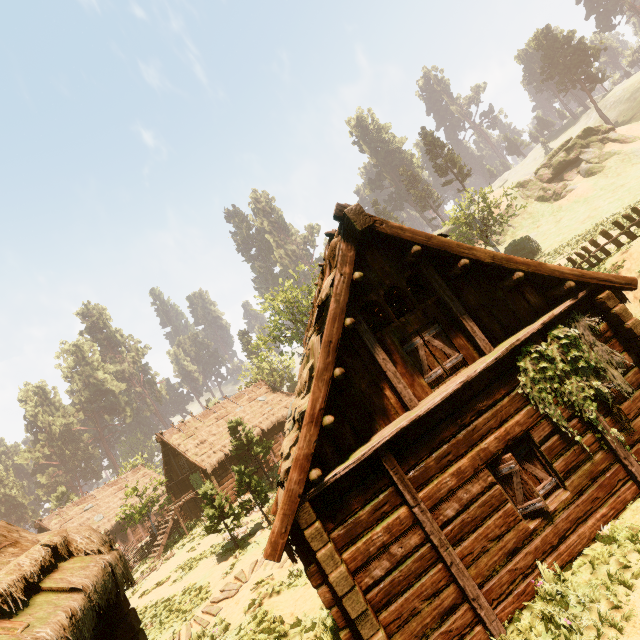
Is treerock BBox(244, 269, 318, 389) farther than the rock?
No

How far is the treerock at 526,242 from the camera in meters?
34.5 m

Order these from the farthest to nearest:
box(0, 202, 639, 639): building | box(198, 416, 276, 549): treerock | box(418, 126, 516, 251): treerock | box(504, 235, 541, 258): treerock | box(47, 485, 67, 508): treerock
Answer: box(47, 485, 67, 508): treerock → box(504, 235, 541, 258): treerock → box(418, 126, 516, 251): treerock → box(198, 416, 276, 549): treerock → box(0, 202, 639, 639): building

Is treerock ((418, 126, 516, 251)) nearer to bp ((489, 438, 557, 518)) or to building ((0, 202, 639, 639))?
building ((0, 202, 639, 639))

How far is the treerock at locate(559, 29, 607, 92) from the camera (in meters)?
58.03

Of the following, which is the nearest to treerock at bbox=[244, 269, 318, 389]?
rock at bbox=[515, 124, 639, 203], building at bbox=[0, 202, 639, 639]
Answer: building at bbox=[0, 202, 639, 639]

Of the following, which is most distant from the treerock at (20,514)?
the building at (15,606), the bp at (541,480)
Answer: the bp at (541,480)

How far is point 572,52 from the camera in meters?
59.7
